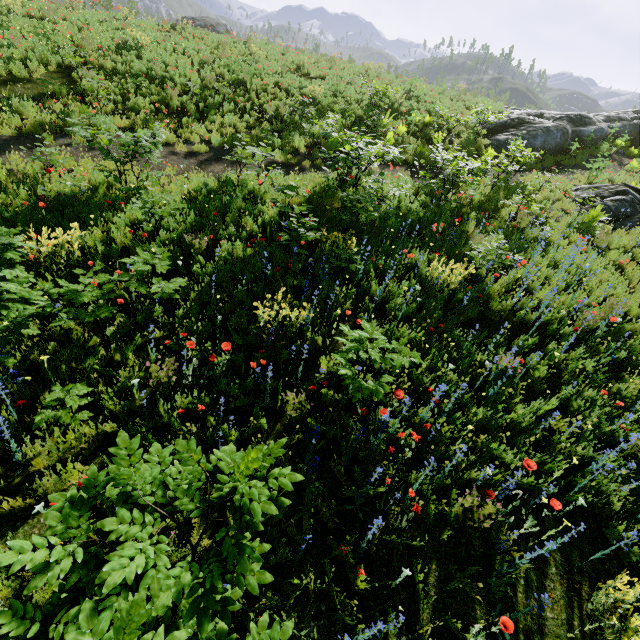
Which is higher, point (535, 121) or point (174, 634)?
point (535, 121)

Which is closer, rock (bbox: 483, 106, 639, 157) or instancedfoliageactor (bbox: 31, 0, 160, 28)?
instancedfoliageactor (bbox: 31, 0, 160, 28)

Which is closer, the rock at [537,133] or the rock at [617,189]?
the rock at [617,189]

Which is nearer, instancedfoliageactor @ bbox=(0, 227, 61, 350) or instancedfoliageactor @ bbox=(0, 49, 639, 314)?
instancedfoliageactor @ bbox=(0, 227, 61, 350)

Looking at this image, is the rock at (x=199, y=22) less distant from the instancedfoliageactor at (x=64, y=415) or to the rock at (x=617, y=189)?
the instancedfoliageactor at (x=64, y=415)

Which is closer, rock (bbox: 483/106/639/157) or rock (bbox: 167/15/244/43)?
rock (bbox: 483/106/639/157)

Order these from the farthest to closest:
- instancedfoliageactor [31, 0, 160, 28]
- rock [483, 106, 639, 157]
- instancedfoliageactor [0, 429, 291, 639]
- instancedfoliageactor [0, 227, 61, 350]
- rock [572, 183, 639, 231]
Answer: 1. rock [483, 106, 639, 157]
2. instancedfoliageactor [31, 0, 160, 28]
3. rock [572, 183, 639, 231]
4. instancedfoliageactor [0, 227, 61, 350]
5. instancedfoliageactor [0, 429, 291, 639]

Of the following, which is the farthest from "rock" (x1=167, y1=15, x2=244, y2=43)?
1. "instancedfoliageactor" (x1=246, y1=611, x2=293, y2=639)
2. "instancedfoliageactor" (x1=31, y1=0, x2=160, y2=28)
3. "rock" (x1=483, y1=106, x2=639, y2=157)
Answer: "rock" (x1=483, y1=106, x2=639, y2=157)
